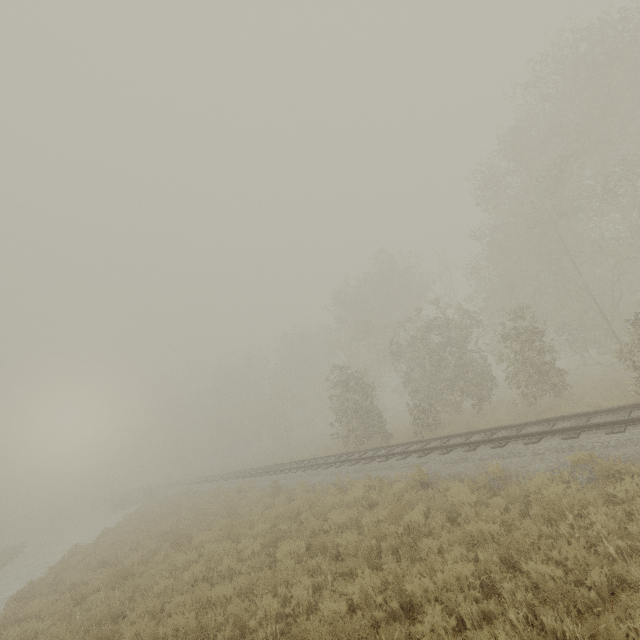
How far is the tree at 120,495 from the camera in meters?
31.7

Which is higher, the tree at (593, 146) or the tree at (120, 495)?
the tree at (593, 146)

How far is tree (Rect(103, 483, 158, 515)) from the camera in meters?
31.7

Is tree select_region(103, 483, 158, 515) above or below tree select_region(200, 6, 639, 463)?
below

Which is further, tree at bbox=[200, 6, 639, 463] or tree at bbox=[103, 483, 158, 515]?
tree at bbox=[103, 483, 158, 515]

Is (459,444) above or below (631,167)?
below
